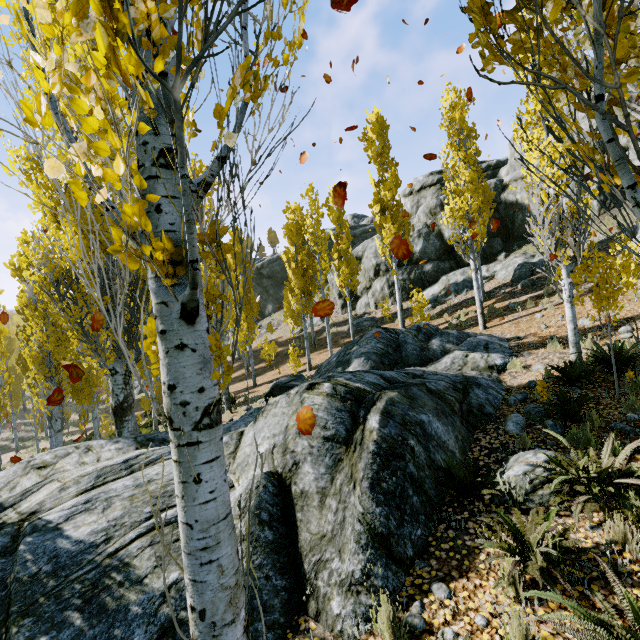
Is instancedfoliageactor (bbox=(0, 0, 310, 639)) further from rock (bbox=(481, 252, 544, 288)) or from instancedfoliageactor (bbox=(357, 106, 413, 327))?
rock (bbox=(481, 252, 544, 288))

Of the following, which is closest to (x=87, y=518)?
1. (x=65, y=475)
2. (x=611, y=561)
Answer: (x=65, y=475)

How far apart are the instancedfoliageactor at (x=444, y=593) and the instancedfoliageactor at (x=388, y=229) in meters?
15.8 m

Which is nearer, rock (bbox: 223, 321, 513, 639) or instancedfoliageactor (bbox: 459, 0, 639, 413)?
instancedfoliageactor (bbox: 459, 0, 639, 413)

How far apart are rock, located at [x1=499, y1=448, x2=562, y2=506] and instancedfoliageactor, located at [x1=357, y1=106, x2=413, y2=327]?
13.8 meters

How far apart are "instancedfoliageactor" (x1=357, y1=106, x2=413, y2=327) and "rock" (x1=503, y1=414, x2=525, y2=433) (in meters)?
12.20

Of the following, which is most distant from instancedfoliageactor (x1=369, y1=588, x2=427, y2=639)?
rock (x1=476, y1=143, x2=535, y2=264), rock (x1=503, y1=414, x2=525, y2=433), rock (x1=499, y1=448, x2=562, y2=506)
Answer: rock (x1=476, y1=143, x2=535, y2=264)

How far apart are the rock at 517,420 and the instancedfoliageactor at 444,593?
3.19m
